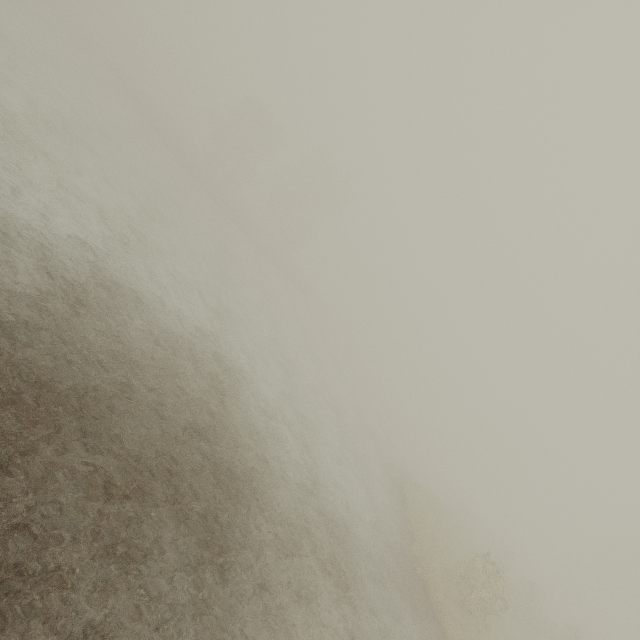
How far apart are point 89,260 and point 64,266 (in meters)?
1.23
